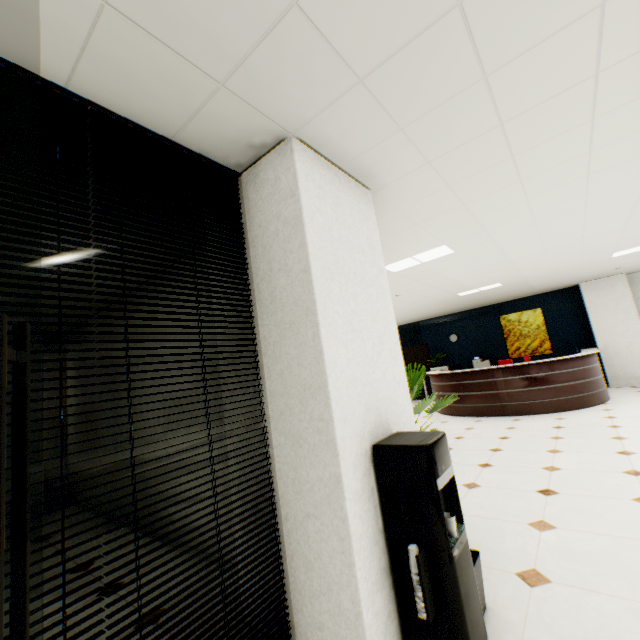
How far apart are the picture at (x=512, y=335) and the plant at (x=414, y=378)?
8.9 meters

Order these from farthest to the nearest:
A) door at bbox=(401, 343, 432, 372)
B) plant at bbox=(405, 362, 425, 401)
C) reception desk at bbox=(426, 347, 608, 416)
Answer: door at bbox=(401, 343, 432, 372) → reception desk at bbox=(426, 347, 608, 416) → plant at bbox=(405, 362, 425, 401)

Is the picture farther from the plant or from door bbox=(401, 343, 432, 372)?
the plant

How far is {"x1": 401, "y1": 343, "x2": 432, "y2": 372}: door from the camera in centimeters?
1159cm

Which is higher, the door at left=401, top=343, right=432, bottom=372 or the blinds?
the blinds

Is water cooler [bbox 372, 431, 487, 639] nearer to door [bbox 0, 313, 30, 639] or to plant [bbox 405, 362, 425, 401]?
plant [bbox 405, 362, 425, 401]

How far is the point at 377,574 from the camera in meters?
1.7

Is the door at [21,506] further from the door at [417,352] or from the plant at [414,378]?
the door at [417,352]
